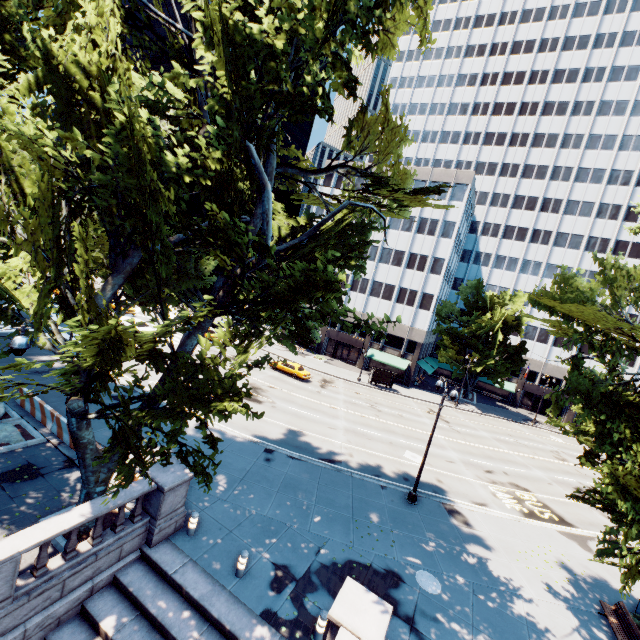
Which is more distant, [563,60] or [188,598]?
[563,60]

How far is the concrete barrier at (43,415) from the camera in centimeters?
1594cm

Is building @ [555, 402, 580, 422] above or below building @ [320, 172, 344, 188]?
below

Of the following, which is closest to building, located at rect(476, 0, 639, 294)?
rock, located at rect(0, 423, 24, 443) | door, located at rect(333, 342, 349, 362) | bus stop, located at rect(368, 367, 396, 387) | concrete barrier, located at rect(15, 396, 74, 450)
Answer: door, located at rect(333, 342, 349, 362)

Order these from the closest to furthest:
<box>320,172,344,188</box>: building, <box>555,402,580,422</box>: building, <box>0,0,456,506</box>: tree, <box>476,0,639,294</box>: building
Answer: <box>0,0,456,506</box>: tree
<box>476,0,639,294</box>: building
<box>555,402,580,422</box>: building
<box>320,172,344,188</box>: building

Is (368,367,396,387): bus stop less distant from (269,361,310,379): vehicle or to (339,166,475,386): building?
(339,166,475,386): building

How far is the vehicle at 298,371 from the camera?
37.2 meters

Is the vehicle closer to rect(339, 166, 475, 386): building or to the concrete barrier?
rect(339, 166, 475, 386): building
